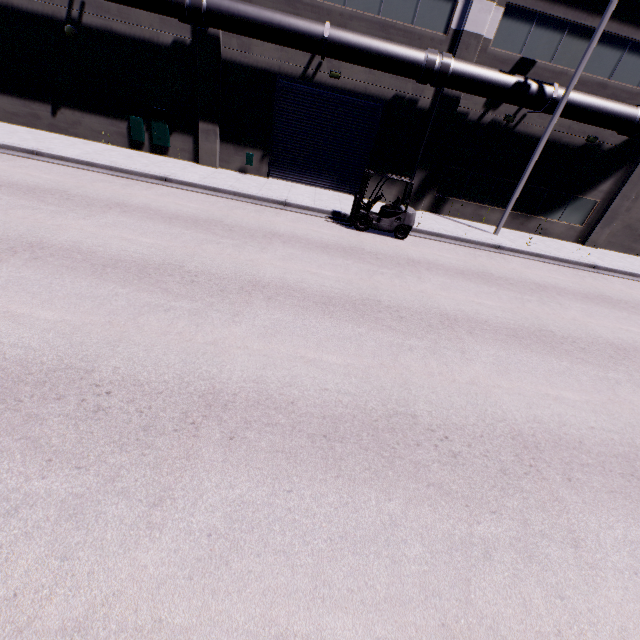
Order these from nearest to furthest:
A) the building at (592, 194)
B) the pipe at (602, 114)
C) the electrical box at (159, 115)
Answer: the pipe at (602, 114) → the electrical box at (159, 115) → the building at (592, 194)

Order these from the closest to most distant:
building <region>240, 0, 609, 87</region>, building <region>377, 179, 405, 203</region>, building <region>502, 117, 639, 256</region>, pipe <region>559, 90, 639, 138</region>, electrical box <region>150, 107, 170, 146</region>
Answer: building <region>240, 0, 609, 87</region>
pipe <region>559, 90, 639, 138</region>
electrical box <region>150, 107, 170, 146</region>
building <region>502, 117, 639, 256</region>
building <region>377, 179, 405, 203</region>

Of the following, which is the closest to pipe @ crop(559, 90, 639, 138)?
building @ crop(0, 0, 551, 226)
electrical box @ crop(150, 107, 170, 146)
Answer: building @ crop(0, 0, 551, 226)

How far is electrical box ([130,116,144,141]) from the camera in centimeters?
1534cm

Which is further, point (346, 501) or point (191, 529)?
point (346, 501)

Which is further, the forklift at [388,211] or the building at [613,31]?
the building at [613,31]

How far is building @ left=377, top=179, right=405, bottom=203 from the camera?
17.0 meters
